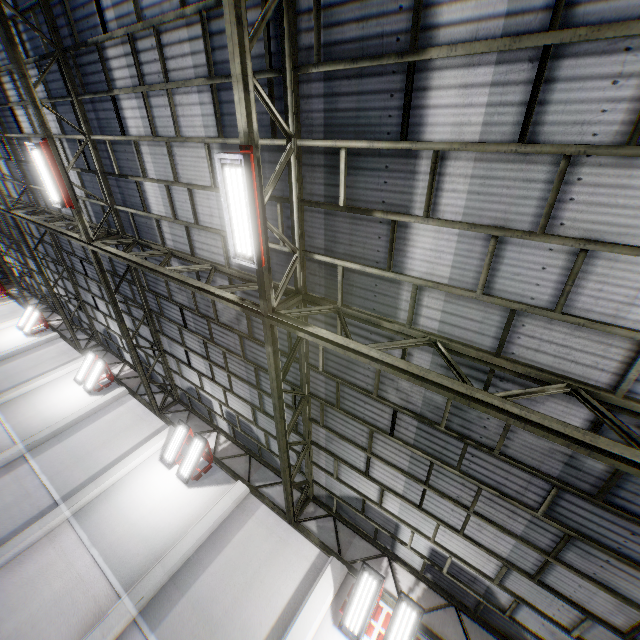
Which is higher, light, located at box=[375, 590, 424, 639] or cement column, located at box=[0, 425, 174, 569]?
light, located at box=[375, 590, 424, 639]

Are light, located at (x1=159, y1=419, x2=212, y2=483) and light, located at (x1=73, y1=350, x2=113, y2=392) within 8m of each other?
yes

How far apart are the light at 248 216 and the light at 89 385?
13.4m

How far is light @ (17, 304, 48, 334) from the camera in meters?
19.2 m

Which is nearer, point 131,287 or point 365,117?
point 365,117

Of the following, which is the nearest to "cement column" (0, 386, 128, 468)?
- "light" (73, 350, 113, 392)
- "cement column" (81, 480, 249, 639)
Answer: "light" (73, 350, 113, 392)

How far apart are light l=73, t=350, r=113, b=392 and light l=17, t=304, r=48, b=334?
7.4m

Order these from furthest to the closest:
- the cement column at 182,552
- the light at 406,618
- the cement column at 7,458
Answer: the cement column at 7,458
the cement column at 182,552
the light at 406,618
